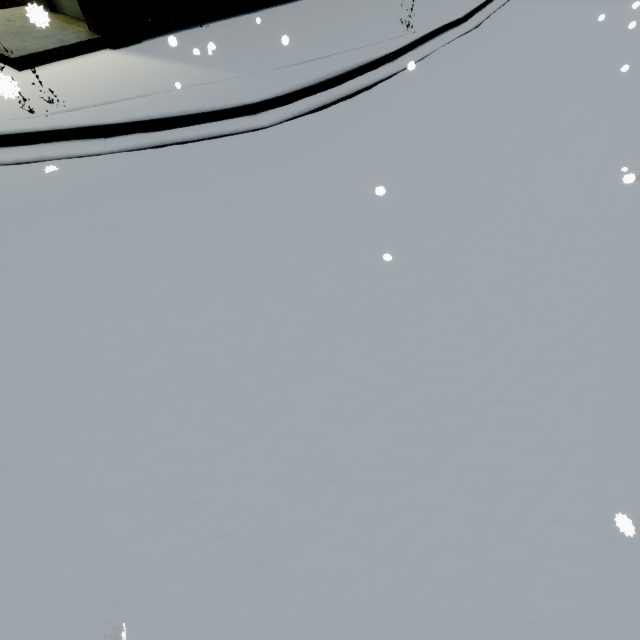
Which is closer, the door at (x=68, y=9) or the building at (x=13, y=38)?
the building at (x=13, y=38)

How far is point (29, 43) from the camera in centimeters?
614cm

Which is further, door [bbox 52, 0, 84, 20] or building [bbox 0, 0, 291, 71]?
door [bbox 52, 0, 84, 20]
